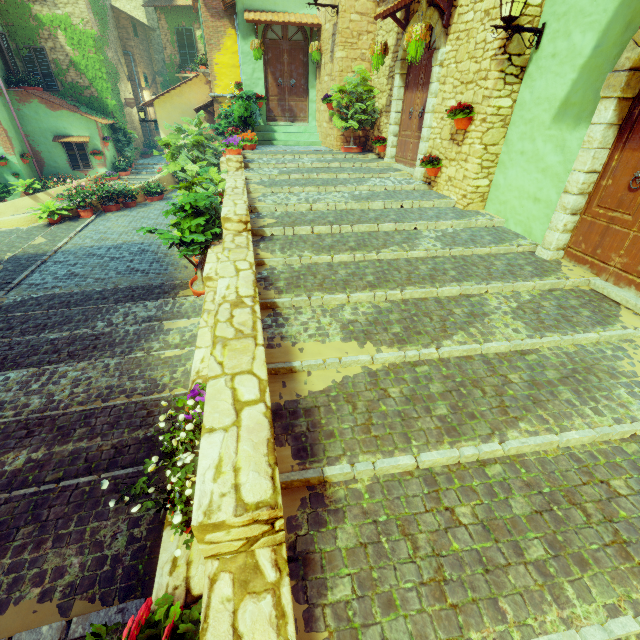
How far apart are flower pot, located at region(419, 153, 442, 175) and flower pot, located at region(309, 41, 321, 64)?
6.34m

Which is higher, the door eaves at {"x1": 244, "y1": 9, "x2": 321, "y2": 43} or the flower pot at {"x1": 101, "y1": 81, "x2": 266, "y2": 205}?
the door eaves at {"x1": 244, "y1": 9, "x2": 321, "y2": 43}

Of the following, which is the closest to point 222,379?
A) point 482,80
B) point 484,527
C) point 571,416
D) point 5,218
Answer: point 484,527

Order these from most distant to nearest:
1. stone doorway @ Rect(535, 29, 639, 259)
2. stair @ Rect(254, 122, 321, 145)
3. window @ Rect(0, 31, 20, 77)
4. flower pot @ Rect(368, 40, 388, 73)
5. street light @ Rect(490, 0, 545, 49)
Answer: window @ Rect(0, 31, 20, 77) < stair @ Rect(254, 122, 321, 145) < flower pot @ Rect(368, 40, 388, 73) < street light @ Rect(490, 0, 545, 49) < stone doorway @ Rect(535, 29, 639, 259)

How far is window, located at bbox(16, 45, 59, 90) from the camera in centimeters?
1485cm

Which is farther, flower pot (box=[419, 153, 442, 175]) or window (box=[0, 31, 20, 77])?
window (box=[0, 31, 20, 77])

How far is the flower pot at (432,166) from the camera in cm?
671

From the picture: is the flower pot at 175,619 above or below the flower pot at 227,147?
below
